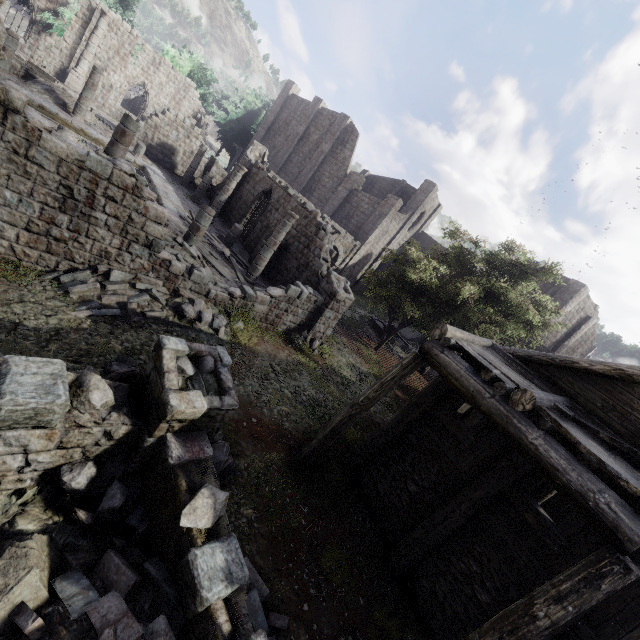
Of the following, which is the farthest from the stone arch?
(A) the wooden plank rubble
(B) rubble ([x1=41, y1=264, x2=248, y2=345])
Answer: (B) rubble ([x1=41, y1=264, x2=248, y2=345])

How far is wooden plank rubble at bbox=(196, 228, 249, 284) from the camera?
14.2 meters

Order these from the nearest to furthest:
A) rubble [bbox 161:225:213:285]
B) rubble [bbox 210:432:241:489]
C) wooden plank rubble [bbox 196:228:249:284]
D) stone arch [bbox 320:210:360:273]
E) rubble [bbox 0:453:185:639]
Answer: rubble [bbox 0:453:185:639], rubble [bbox 210:432:241:489], rubble [bbox 161:225:213:285], wooden plank rubble [bbox 196:228:249:284], stone arch [bbox 320:210:360:273]

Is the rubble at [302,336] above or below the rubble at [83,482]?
above

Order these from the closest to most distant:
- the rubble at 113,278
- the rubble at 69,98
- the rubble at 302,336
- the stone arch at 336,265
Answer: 1. the rubble at 113,278
2. the rubble at 302,336
3. the rubble at 69,98
4. the stone arch at 336,265

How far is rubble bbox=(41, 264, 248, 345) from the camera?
8.6 meters

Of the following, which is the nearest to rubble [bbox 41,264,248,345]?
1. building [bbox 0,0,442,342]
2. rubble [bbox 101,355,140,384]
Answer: building [bbox 0,0,442,342]

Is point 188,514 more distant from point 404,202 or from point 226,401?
point 404,202
